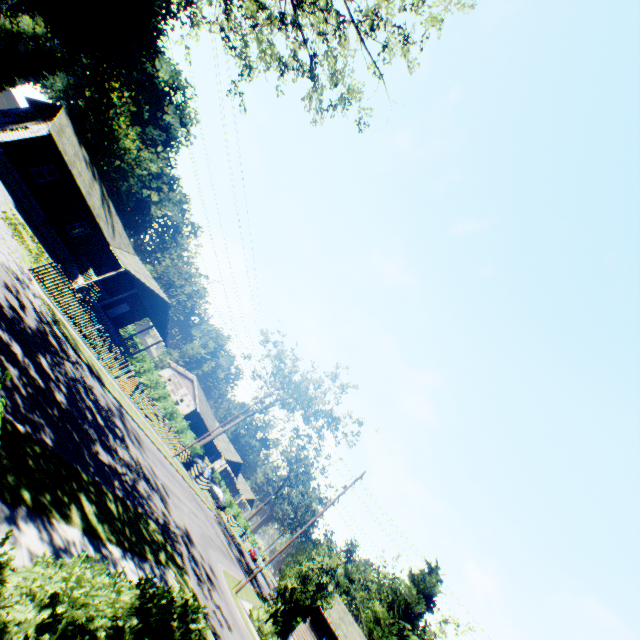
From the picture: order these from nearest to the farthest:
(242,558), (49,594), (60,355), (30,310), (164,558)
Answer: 1. (49,594)
2. (164,558)
3. (30,310)
4. (60,355)
5. (242,558)

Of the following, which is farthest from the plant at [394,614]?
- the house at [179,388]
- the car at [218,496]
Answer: the house at [179,388]

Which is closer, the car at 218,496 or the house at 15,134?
the house at 15,134

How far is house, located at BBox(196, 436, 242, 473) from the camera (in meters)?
54.96

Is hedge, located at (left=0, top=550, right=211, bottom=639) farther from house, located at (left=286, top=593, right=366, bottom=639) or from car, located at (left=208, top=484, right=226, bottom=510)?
car, located at (left=208, top=484, right=226, bottom=510)

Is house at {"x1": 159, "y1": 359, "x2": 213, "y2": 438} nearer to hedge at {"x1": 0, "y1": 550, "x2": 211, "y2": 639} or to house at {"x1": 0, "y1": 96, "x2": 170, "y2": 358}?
house at {"x1": 0, "y1": 96, "x2": 170, "y2": 358}

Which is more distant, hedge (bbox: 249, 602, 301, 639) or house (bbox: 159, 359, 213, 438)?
house (bbox: 159, 359, 213, 438)
